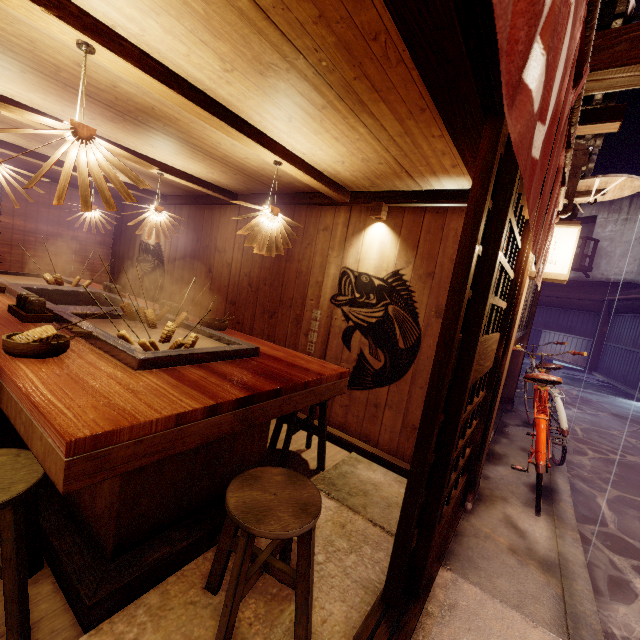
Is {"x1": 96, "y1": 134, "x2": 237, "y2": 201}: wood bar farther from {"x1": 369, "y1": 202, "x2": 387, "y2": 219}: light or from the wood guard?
the wood guard

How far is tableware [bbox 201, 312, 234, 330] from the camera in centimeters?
590cm

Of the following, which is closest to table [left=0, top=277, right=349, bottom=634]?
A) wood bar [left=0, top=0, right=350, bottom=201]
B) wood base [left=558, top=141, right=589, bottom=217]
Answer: wood bar [left=0, top=0, right=350, bottom=201]

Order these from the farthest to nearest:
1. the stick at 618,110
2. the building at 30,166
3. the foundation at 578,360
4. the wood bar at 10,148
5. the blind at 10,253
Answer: the foundation at 578,360 → the blind at 10,253 → the building at 30,166 → the wood bar at 10,148 → the stick at 618,110

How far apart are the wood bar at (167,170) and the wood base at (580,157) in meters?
6.7 m

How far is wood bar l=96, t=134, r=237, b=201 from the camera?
6.47m

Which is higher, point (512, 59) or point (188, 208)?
point (188, 208)

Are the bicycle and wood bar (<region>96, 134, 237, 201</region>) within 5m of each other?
no
